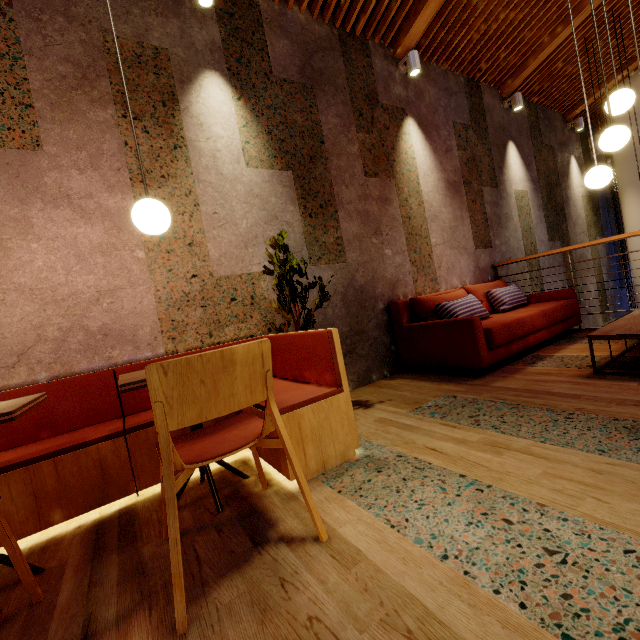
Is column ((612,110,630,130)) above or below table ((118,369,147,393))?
above

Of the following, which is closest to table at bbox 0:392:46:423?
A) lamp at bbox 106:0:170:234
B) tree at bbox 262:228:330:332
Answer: lamp at bbox 106:0:170:234

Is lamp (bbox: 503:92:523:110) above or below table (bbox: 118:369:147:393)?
above

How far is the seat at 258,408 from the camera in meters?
1.9

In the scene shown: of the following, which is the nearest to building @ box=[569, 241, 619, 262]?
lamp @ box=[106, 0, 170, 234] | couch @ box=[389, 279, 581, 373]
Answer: couch @ box=[389, 279, 581, 373]

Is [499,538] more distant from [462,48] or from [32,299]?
[462,48]

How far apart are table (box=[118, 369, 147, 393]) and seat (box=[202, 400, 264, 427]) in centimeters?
16cm

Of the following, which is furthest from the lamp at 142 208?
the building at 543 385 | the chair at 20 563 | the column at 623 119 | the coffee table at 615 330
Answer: the column at 623 119
